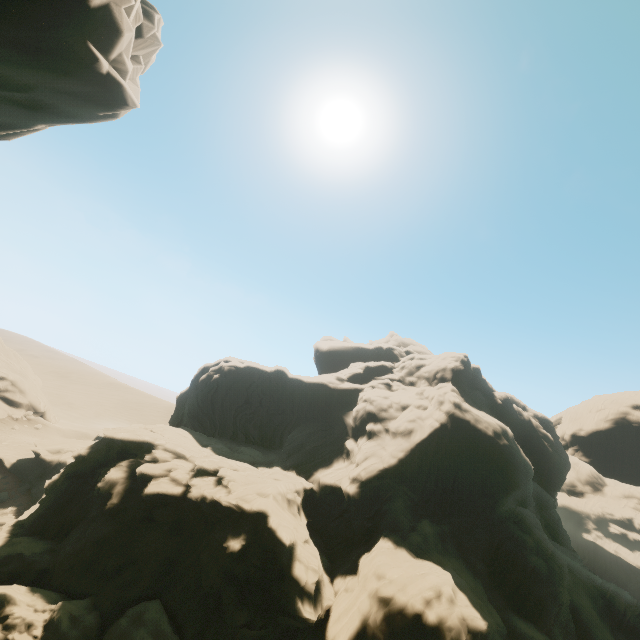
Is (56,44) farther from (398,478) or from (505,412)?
(505,412)

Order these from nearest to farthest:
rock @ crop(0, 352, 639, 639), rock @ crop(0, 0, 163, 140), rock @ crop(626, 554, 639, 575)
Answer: rock @ crop(0, 0, 163, 140), rock @ crop(0, 352, 639, 639), rock @ crop(626, 554, 639, 575)

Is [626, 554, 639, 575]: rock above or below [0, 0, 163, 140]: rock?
below

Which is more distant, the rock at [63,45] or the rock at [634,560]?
the rock at [634,560]

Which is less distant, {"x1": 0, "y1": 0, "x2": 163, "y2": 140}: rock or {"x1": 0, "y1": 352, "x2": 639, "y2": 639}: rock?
{"x1": 0, "y1": 0, "x2": 163, "y2": 140}: rock
